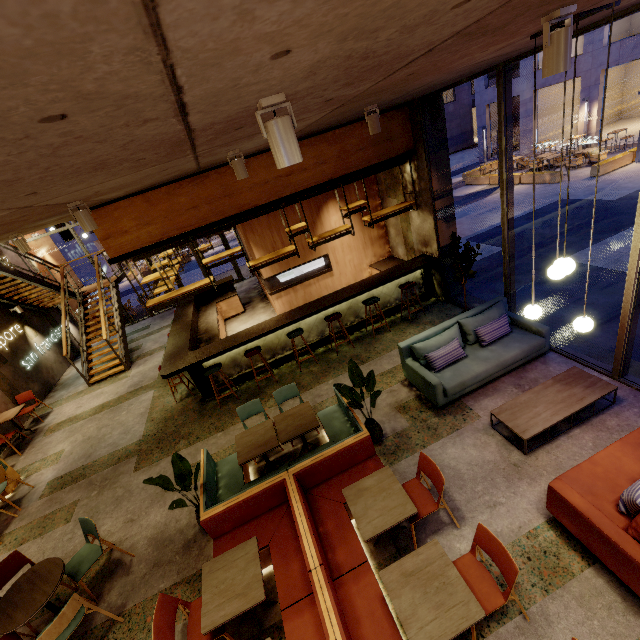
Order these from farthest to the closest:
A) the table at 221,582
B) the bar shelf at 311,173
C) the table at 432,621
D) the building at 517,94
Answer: the building at 517,94 → the bar shelf at 311,173 → the table at 221,582 → the table at 432,621

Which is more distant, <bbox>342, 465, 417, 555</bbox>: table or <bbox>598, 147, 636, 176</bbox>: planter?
<bbox>598, 147, 636, 176</bbox>: planter

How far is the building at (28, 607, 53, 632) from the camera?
4.2m

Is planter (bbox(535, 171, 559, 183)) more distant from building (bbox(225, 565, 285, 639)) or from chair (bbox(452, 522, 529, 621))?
chair (bbox(452, 522, 529, 621))

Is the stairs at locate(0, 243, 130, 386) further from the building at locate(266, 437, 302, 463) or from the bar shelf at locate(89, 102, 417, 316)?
the bar shelf at locate(89, 102, 417, 316)

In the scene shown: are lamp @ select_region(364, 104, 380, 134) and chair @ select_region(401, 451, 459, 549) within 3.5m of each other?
no

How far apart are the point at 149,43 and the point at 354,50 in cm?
98

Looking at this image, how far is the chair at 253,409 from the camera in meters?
5.7
